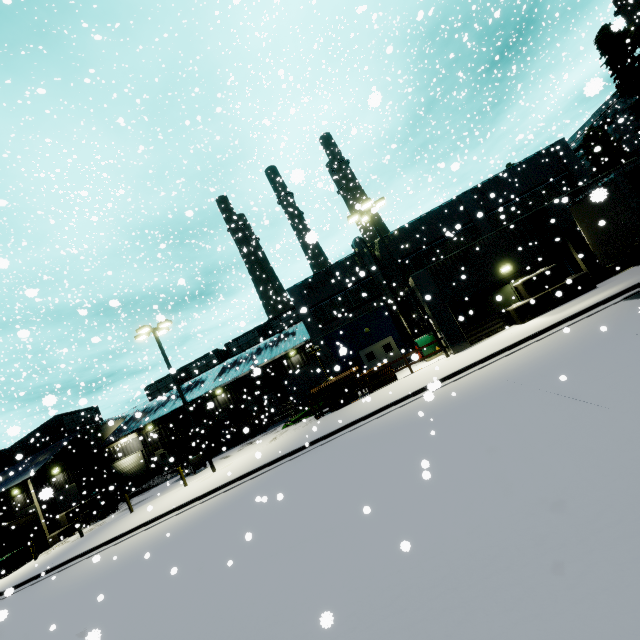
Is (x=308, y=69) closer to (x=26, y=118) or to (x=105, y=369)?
(x=26, y=118)

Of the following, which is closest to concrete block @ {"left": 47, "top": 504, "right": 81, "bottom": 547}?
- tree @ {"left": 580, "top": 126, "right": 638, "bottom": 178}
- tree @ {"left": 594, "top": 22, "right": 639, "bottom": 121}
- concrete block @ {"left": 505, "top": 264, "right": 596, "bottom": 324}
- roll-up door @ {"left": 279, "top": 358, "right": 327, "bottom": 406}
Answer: roll-up door @ {"left": 279, "top": 358, "right": 327, "bottom": 406}

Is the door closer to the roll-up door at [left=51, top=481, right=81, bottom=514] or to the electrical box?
the roll-up door at [left=51, top=481, right=81, bottom=514]

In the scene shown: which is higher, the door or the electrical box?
the door

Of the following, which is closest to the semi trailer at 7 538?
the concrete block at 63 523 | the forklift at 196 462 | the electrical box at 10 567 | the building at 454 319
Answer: the building at 454 319

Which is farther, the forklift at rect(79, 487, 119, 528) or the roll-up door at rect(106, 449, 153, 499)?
the roll-up door at rect(106, 449, 153, 499)

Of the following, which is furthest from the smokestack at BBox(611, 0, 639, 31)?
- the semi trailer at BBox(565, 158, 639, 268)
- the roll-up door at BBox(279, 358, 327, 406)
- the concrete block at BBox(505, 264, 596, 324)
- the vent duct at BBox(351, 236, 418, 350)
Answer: the concrete block at BBox(505, 264, 596, 324)

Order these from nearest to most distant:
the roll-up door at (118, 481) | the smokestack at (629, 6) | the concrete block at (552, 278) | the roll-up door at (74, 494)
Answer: the concrete block at (552, 278) < the roll-up door at (74, 494) < the roll-up door at (118, 481) < the smokestack at (629, 6)
